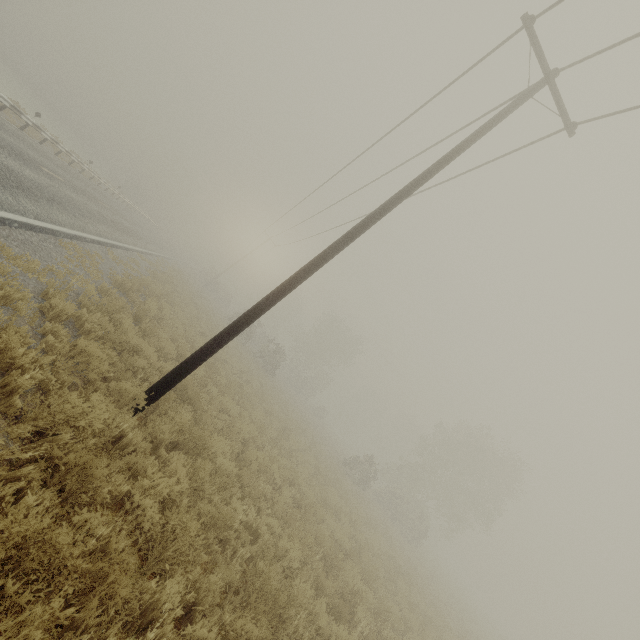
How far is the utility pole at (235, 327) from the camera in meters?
6.0 m

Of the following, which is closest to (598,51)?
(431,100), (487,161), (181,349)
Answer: (487,161)

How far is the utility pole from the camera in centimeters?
597cm
